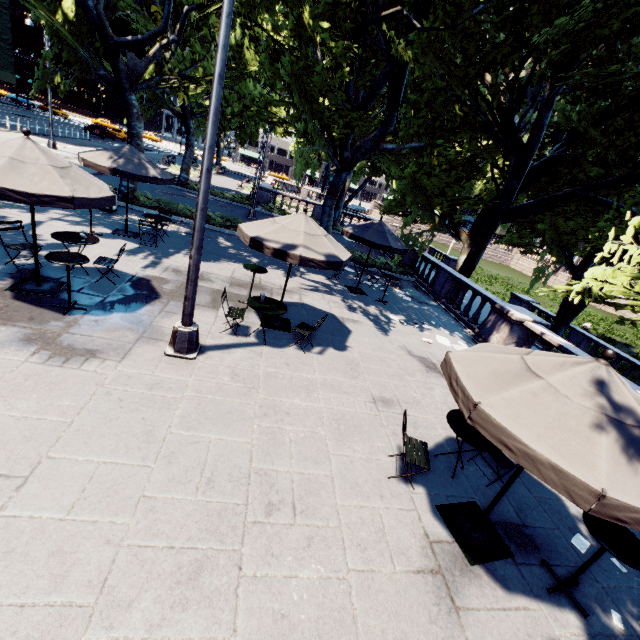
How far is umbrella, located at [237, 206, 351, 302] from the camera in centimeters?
677cm

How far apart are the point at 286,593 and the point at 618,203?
15.2 meters

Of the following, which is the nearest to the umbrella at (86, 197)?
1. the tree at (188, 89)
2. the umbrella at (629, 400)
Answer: the tree at (188, 89)

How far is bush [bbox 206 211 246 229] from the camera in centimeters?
1641cm

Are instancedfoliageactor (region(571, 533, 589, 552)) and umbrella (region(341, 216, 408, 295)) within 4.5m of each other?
A: no

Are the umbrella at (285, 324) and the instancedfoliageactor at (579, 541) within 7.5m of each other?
yes

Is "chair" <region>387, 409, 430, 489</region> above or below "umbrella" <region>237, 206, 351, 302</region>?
below

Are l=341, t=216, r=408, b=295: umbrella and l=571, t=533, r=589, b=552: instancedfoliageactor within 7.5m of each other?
no
